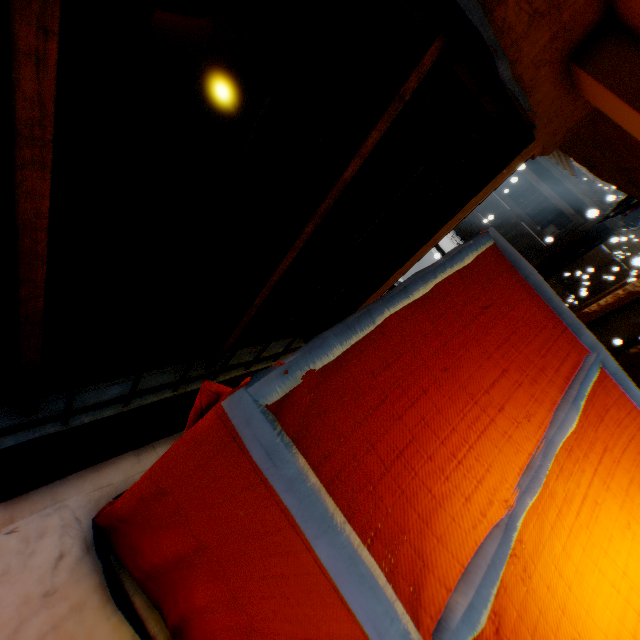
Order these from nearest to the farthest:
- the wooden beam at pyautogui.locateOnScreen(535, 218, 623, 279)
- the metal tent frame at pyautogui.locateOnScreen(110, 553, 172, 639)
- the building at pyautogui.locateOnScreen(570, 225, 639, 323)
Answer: the metal tent frame at pyautogui.locateOnScreen(110, 553, 172, 639) → the wooden beam at pyautogui.locateOnScreen(535, 218, 623, 279) → the building at pyautogui.locateOnScreen(570, 225, 639, 323)

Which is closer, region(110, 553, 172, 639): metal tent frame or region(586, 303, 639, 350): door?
region(110, 553, 172, 639): metal tent frame

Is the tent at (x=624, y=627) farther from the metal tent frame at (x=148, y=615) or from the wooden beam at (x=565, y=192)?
the wooden beam at (x=565, y=192)

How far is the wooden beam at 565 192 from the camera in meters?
10.0

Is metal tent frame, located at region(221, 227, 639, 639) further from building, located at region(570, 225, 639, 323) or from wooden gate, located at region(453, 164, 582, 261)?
wooden gate, located at region(453, 164, 582, 261)

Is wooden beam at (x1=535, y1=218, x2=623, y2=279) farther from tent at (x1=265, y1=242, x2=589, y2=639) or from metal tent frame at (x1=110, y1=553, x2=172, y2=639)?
metal tent frame at (x1=110, y1=553, x2=172, y2=639)

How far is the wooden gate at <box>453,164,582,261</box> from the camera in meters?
10.5

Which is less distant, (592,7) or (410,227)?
(592,7)
